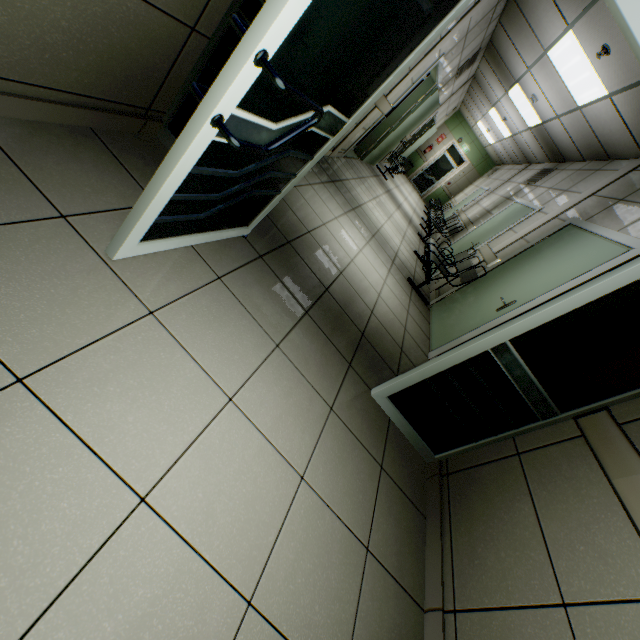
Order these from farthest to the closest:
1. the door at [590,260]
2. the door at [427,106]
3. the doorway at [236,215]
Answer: the door at [427,106] < the door at [590,260] < the doorway at [236,215]

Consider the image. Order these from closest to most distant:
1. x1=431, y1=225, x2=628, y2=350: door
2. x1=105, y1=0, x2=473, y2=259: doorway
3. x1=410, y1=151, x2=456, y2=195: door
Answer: x1=105, y1=0, x2=473, y2=259: doorway → x1=431, y1=225, x2=628, y2=350: door → x1=410, y1=151, x2=456, y2=195: door

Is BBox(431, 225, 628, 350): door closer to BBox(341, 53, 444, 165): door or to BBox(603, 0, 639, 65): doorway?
BBox(603, 0, 639, 65): doorway

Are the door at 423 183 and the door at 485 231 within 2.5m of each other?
no

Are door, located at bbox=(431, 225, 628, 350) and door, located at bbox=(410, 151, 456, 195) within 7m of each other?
no

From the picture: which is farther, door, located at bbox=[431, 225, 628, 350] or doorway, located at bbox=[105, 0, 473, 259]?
door, located at bbox=[431, 225, 628, 350]

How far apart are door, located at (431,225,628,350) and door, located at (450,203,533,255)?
1.7m

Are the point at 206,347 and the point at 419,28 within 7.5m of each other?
yes
